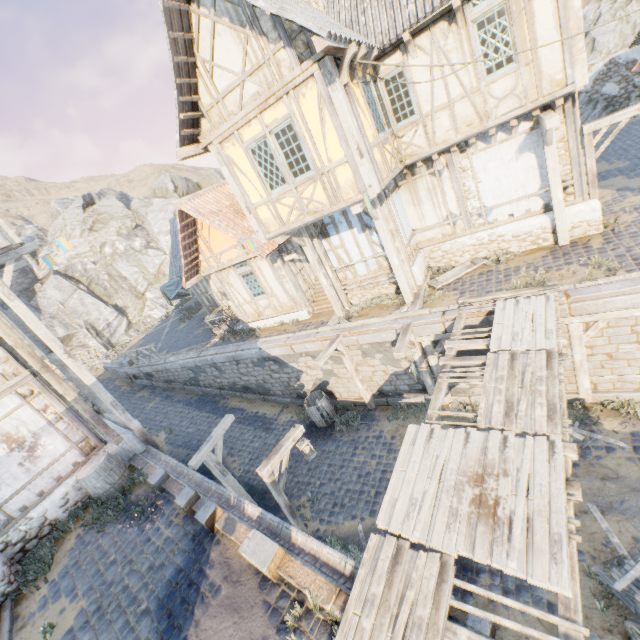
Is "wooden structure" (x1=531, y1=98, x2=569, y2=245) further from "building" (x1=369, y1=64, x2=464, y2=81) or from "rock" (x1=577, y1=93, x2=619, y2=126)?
"rock" (x1=577, y1=93, x2=619, y2=126)

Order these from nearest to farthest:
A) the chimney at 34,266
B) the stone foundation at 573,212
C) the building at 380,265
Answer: the stone foundation at 573,212
the building at 380,265
the chimney at 34,266

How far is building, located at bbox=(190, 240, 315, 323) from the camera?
13.31m

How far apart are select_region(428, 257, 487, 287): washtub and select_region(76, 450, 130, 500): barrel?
11.07m

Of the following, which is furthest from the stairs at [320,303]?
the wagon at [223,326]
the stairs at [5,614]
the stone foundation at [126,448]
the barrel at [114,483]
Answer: the stairs at [5,614]

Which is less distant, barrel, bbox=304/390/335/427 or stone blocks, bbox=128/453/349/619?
stone blocks, bbox=128/453/349/619

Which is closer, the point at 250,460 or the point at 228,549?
the point at 228,549

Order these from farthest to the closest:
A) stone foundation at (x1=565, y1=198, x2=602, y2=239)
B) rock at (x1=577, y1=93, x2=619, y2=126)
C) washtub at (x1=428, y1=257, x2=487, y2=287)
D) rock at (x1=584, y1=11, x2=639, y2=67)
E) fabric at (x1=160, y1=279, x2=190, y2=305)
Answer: fabric at (x1=160, y1=279, x2=190, y2=305)
rock at (x1=584, y1=11, x2=639, y2=67)
rock at (x1=577, y1=93, x2=619, y2=126)
washtub at (x1=428, y1=257, x2=487, y2=287)
stone foundation at (x1=565, y1=198, x2=602, y2=239)
